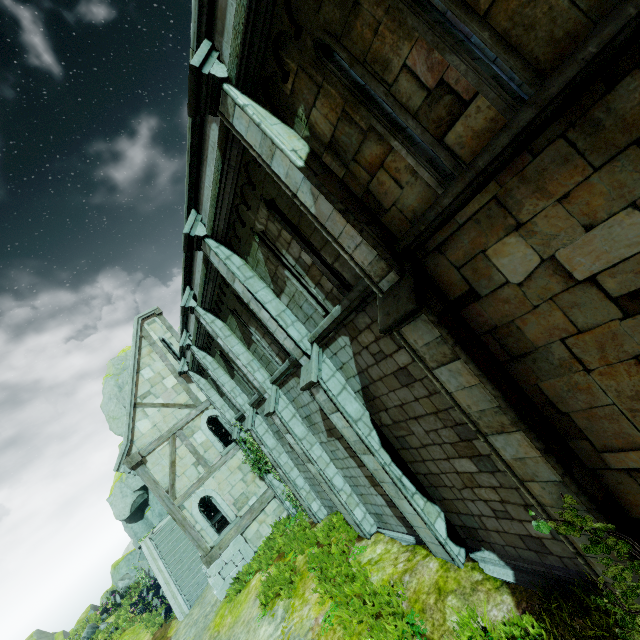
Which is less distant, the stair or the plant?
the plant

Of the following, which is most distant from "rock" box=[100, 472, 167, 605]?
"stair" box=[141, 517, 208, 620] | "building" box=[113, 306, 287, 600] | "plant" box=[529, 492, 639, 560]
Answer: "plant" box=[529, 492, 639, 560]

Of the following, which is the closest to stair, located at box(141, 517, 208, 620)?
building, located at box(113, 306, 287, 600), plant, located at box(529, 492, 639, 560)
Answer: building, located at box(113, 306, 287, 600)

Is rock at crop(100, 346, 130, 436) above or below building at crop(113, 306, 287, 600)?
above

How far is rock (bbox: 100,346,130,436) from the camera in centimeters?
3115cm

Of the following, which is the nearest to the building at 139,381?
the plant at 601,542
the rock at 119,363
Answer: the rock at 119,363

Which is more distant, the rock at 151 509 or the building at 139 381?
the rock at 151 509

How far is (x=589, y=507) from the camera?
3.8m
